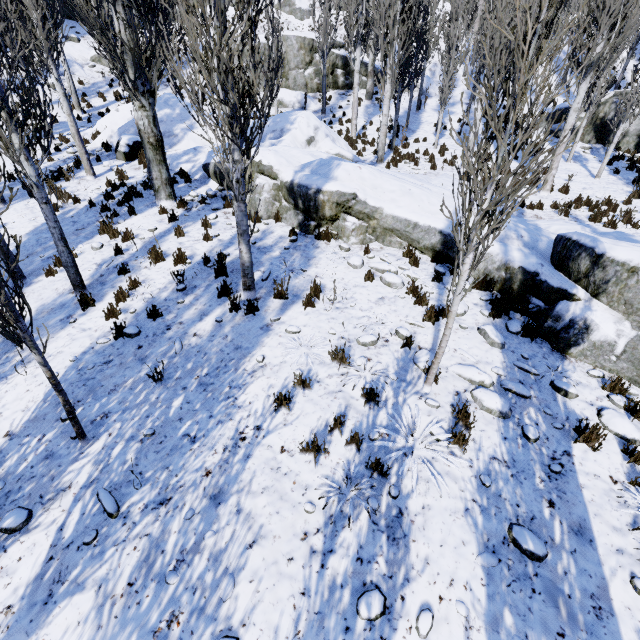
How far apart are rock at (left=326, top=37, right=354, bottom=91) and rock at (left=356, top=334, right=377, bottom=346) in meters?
25.6

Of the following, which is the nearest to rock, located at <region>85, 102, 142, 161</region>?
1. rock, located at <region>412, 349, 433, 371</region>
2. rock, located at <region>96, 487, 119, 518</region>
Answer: rock, located at <region>96, 487, 119, 518</region>

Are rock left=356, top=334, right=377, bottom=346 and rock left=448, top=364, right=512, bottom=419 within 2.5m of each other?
yes

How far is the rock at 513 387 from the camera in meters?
5.0

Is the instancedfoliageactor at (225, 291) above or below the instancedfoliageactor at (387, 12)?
below

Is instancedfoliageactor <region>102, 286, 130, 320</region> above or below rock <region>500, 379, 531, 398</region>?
above

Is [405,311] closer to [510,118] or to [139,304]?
[510,118]

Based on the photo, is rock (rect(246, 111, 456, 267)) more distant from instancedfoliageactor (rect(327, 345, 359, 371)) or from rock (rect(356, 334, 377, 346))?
rock (rect(356, 334, 377, 346))
